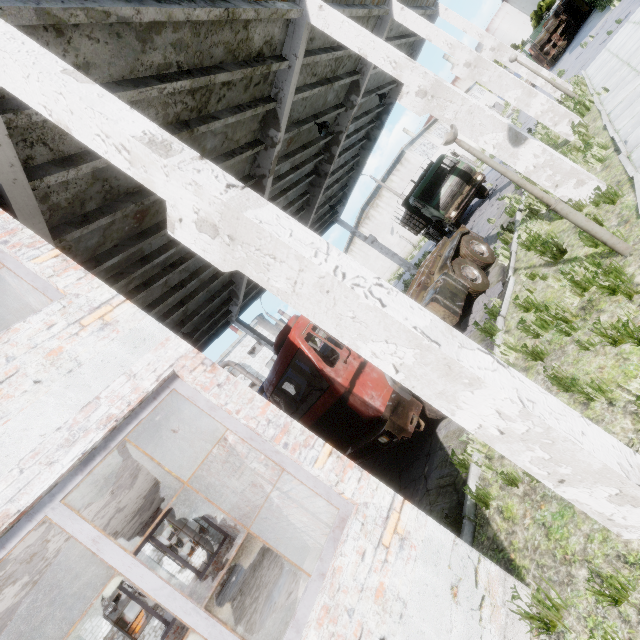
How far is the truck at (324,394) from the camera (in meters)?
5.68

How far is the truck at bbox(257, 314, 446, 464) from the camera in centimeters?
568cm

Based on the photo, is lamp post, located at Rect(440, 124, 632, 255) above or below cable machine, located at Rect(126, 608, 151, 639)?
below

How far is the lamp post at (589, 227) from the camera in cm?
491

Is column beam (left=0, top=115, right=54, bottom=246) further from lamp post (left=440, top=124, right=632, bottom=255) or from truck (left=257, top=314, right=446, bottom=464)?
lamp post (left=440, top=124, right=632, bottom=255)

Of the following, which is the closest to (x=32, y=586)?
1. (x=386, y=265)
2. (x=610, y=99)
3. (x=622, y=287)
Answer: (x=622, y=287)

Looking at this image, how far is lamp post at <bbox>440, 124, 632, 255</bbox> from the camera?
4.9 meters

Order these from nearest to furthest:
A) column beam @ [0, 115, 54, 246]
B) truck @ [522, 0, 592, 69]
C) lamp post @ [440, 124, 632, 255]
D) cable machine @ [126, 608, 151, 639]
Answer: column beam @ [0, 115, 54, 246] → lamp post @ [440, 124, 632, 255] → cable machine @ [126, 608, 151, 639] → truck @ [522, 0, 592, 69]
